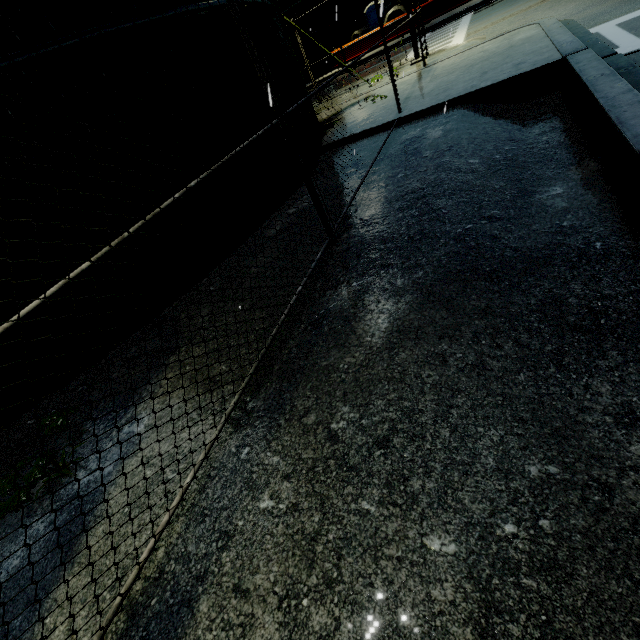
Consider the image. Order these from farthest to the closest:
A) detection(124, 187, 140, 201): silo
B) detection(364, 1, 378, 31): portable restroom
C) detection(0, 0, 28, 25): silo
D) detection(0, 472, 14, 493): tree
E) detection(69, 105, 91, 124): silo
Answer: detection(364, 1, 378, 31): portable restroom < detection(124, 187, 140, 201): silo < detection(69, 105, 91, 124): silo < detection(0, 0, 28, 25): silo < detection(0, 472, 14, 493): tree

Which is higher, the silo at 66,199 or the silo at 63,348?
the silo at 66,199

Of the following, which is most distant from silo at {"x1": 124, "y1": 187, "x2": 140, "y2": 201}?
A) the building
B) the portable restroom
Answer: the portable restroom

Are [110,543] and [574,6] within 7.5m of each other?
no

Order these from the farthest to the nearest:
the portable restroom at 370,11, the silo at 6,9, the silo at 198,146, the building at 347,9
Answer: the building at 347,9 → the portable restroom at 370,11 → the silo at 198,146 → the silo at 6,9

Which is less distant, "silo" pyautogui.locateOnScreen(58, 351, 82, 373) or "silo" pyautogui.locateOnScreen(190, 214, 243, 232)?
"silo" pyautogui.locateOnScreen(58, 351, 82, 373)

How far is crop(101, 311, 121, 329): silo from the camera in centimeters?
437cm
